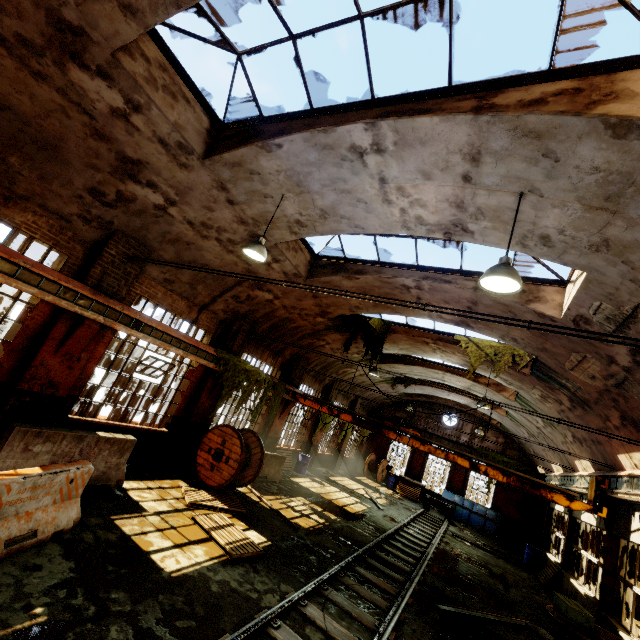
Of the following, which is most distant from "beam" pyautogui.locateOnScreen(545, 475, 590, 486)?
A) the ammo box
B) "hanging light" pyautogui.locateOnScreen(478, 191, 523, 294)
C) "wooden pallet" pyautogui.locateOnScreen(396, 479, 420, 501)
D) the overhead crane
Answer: "wooden pallet" pyautogui.locateOnScreen(396, 479, 420, 501)

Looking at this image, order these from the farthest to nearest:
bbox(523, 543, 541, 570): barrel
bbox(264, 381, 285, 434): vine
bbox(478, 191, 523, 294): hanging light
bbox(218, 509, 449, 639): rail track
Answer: bbox(523, 543, 541, 570): barrel
bbox(264, 381, 285, 434): vine
bbox(218, 509, 449, 639): rail track
bbox(478, 191, 523, 294): hanging light

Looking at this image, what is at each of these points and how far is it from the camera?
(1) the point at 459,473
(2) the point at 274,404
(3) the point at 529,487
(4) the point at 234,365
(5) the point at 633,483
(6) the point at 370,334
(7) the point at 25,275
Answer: (1) pillar, 24.64m
(2) vine, 14.15m
(3) overhead crane, 10.66m
(4) vine, 11.56m
(5) beam, 8.61m
(6) vine, 14.45m
(7) beam, 6.33m

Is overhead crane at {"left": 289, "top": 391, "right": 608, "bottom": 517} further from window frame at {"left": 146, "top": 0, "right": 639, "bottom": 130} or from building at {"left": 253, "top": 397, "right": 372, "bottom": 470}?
window frame at {"left": 146, "top": 0, "right": 639, "bottom": 130}

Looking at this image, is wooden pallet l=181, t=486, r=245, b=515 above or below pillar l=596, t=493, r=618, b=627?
below

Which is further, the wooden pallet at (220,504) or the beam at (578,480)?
A: the beam at (578,480)

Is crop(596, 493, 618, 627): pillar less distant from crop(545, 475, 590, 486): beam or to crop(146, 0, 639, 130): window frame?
crop(545, 475, 590, 486): beam

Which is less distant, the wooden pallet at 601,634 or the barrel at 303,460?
the wooden pallet at 601,634
